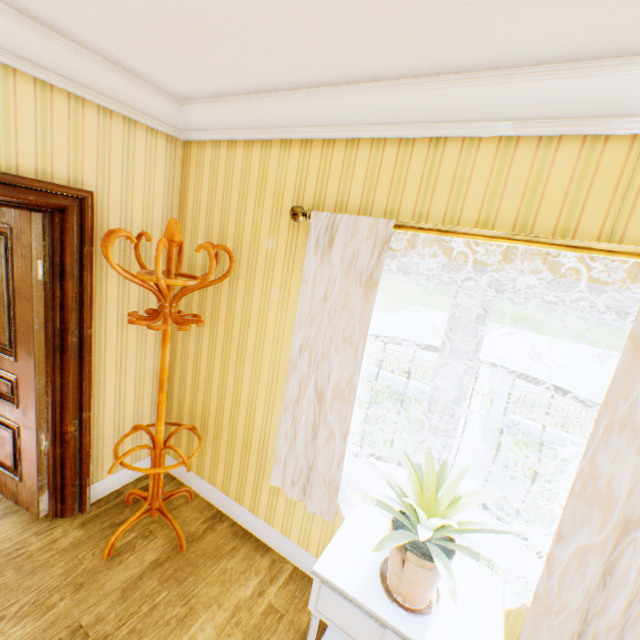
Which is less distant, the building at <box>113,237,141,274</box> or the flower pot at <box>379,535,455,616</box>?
the flower pot at <box>379,535,455,616</box>

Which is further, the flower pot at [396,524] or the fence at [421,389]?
the fence at [421,389]

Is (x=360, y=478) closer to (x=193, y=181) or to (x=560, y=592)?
(x=560, y=592)

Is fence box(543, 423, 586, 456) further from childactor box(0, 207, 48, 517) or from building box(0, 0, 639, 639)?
childactor box(0, 207, 48, 517)

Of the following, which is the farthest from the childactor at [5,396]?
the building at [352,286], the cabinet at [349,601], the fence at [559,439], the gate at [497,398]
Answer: the fence at [559,439]

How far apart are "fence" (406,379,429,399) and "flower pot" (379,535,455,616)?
15.1 meters

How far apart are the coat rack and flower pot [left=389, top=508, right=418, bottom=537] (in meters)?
1.44

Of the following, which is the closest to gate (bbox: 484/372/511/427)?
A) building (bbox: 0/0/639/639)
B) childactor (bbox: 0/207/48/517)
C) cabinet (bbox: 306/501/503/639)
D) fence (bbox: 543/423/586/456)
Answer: fence (bbox: 543/423/586/456)
